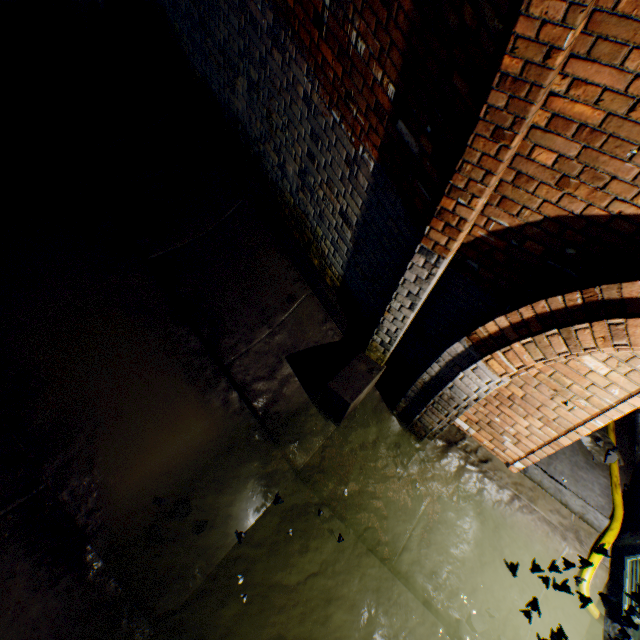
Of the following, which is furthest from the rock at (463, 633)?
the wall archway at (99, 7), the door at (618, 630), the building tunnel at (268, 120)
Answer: the wall archway at (99, 7)

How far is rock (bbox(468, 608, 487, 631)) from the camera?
2.9m

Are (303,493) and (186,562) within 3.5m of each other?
yes

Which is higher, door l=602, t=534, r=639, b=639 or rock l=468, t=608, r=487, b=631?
door l=602, t=534, r=639, b=639

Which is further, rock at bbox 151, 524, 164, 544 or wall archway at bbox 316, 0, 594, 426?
rock at bbox 151, 524, 164, 544

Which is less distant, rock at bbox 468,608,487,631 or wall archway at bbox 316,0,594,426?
wall archway at bbox 316,0,594,426

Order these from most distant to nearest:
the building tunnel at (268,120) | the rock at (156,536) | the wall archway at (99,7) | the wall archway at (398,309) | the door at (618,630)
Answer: the wall archway at (99,7) → the rock at (156,536) → the building tunnel at (268,120) → the wall archway at (398,309) → the door at (618,630)

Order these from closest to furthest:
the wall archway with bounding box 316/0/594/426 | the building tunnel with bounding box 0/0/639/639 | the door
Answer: the door < the wall archway with bounding box 316/0/594/426 < the building tunnel with bounding box 0/0/639/639
